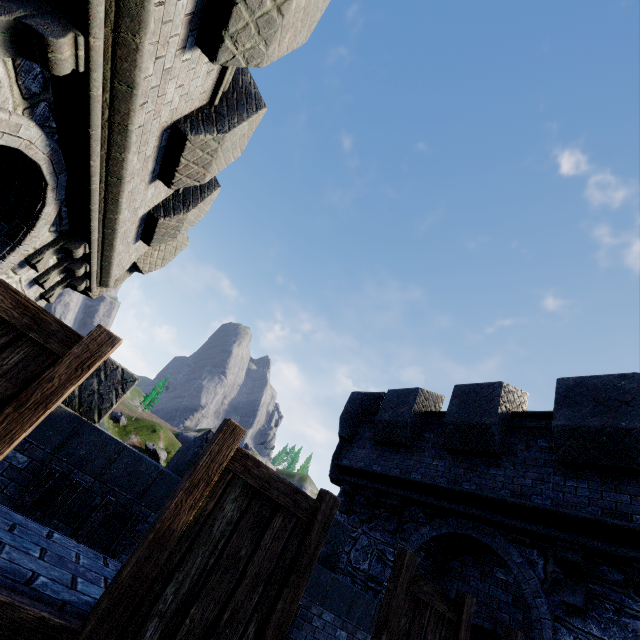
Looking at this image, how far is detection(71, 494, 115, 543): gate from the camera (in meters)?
4.39

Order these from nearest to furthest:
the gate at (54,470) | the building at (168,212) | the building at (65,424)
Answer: the building at (65,424) < the building at (168,212) < the gate at (54,470)

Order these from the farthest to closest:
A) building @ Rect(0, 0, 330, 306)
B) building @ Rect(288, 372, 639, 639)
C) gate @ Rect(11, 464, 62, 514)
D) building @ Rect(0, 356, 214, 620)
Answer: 1. building @ Rect(288, 372, 639, 639)
2. gate @ Rect(11, 464, 62, 514)
3. building @ Rect(0, 0, 330, 306)
4. building @ Rect(0, 356, 214, 620)

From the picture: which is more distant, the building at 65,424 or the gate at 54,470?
the gate at 54,470

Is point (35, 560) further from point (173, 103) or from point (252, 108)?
point (252, 108)
